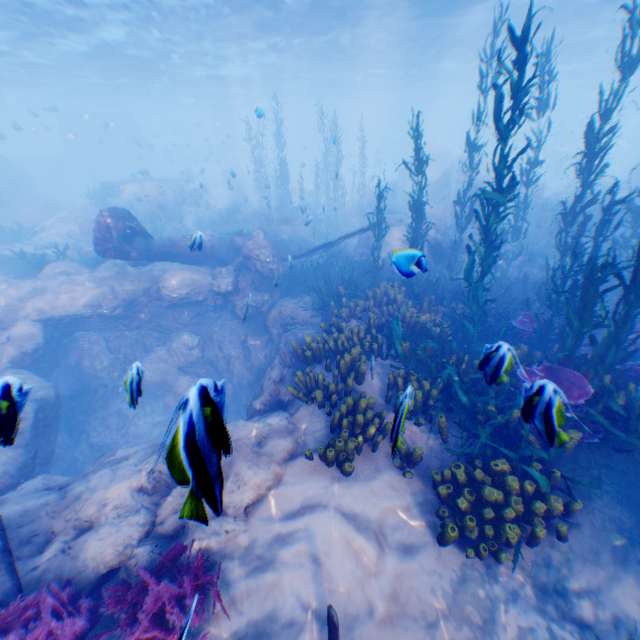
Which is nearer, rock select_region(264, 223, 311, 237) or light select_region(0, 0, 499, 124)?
light select_region(0, 0, 499, 124)

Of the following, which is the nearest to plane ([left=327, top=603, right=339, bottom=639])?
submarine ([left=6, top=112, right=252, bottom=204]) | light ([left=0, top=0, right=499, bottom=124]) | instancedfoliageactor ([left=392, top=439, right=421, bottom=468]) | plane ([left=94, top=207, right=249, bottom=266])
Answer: plane ([left=94, top=207, right=249, bottom=266])

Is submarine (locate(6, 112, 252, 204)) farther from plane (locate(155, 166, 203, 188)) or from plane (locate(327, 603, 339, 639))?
plane (locate(327, 603, 339, 639))

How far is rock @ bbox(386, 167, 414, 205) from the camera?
28.20m

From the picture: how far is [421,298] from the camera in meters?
10.5 m

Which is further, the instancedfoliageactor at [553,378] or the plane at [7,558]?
the instancedfoliageactor at [553,378]

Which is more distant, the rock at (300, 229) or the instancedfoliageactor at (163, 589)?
the rock at (300, 229)
